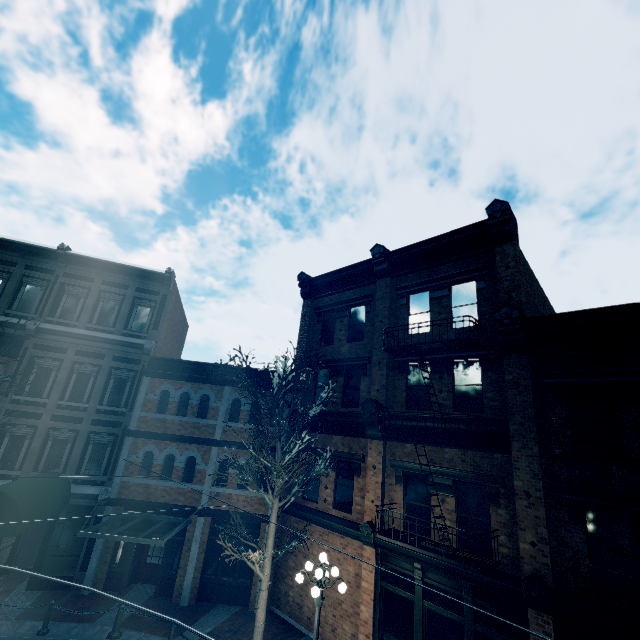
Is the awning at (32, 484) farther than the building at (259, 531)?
No

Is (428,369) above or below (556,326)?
below

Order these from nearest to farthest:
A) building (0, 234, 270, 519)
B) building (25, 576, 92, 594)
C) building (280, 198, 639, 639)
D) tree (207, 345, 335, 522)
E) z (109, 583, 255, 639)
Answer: building (280, 198, 639, 639), tree (207, 345, 335, 522), z (109, 583, 255, 639), building (25, 576, 92, 594), building (0, 234, 270, 519)

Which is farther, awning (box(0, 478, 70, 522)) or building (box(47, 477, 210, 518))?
building (box(47, 477, 210, 518))

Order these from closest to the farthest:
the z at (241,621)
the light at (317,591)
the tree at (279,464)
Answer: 1. the light at (317,591)
2. the tree at (279,464)
3. the z at (241,621)

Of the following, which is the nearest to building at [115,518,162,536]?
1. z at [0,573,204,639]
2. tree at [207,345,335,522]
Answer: z at [0,573,204,639]

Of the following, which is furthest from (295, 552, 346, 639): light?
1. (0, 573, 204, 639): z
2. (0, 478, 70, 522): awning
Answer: (0, 478, 70, 522): awning

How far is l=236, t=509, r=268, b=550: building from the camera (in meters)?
13.78
